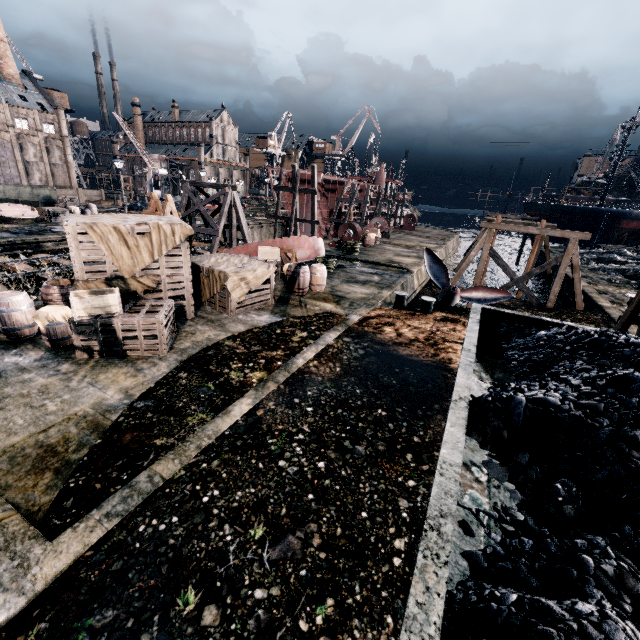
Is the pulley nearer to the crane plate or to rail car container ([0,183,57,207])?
rail car container ([0,183,57,207])

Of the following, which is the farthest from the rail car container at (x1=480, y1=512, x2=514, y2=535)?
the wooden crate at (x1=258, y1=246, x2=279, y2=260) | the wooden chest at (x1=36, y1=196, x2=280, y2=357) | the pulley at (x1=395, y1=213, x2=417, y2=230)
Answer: the pulley at (x1=395, y1=213, x2=417, y2=230)

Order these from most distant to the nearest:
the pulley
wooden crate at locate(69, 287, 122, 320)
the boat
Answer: the pulley < the boat < wooden crate at locate(69, 287, 122, 320)

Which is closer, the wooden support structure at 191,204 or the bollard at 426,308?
the bollard at 426,308

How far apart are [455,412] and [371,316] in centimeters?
1002cm

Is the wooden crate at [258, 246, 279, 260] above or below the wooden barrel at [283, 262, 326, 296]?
above

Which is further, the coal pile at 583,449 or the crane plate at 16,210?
the crane plate at 16,210

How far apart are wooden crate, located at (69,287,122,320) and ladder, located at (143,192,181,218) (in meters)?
5.25
